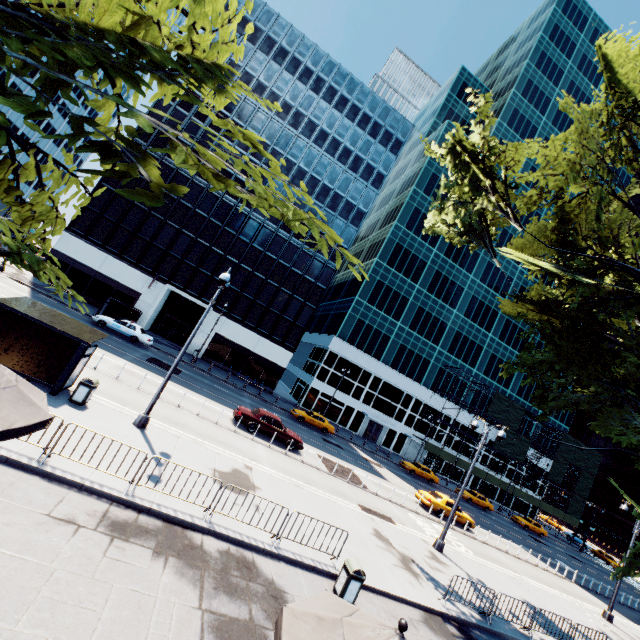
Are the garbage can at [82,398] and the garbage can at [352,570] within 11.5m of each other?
yes

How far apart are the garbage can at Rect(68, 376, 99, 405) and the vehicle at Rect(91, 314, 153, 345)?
18.29m

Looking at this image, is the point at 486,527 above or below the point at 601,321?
below

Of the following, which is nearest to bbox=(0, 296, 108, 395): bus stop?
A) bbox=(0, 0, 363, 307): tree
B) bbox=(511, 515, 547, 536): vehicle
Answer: bbox=(0, 0, 363, 307): tree

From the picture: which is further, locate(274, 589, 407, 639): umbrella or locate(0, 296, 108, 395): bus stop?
locate(0, 296, 108, 395): bus stop

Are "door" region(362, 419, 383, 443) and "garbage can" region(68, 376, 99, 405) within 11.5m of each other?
no

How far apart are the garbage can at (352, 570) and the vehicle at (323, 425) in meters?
24.4

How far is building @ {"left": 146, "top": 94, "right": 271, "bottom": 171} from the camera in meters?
39.1
